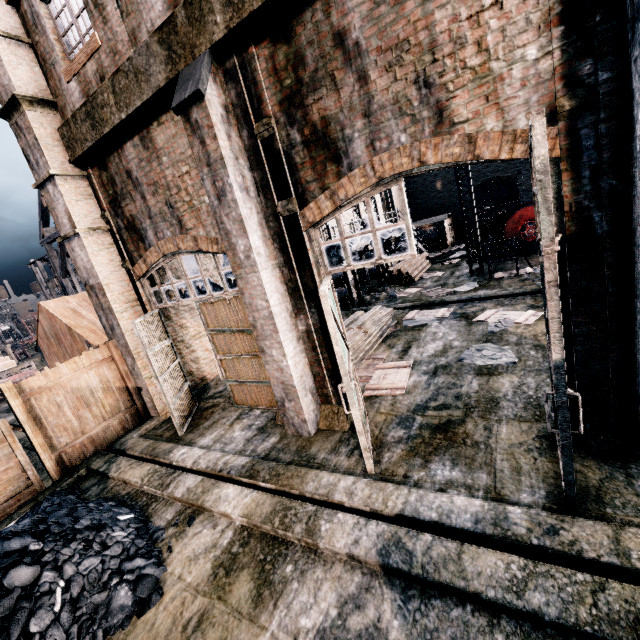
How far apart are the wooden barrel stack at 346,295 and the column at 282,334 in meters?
10.1 m

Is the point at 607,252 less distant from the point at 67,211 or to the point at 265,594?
the point at 265,594

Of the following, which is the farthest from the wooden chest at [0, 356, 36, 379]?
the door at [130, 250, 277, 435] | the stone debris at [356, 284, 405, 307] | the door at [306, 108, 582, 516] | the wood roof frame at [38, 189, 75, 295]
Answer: the door at [306, 108, 582, 516]

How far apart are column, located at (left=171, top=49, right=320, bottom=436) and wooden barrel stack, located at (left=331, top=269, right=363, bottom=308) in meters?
10.1

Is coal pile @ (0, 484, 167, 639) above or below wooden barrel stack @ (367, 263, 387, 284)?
below

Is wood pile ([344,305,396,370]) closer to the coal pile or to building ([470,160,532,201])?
building ([470,160,532,201])

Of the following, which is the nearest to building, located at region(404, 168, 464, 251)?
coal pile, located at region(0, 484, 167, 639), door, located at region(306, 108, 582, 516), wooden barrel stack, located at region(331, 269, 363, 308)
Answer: door, located at region(306, 108, 582, 516)

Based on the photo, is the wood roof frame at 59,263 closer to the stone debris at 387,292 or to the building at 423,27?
the building at 423,27
